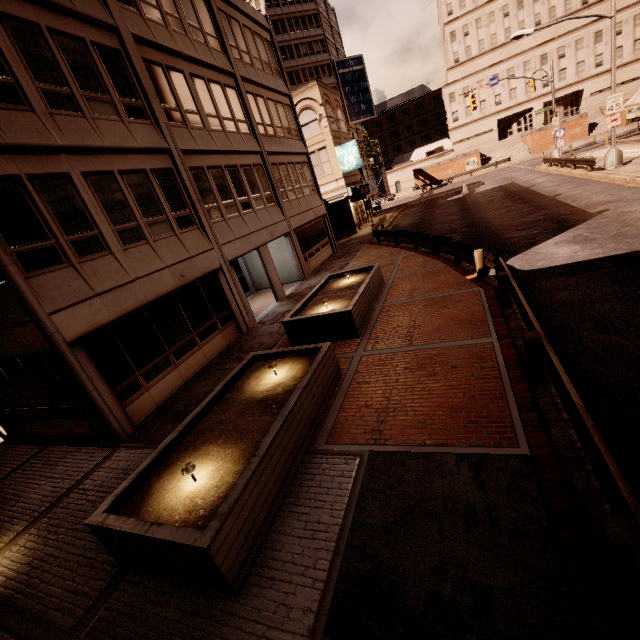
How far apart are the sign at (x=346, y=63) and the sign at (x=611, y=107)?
49.8m

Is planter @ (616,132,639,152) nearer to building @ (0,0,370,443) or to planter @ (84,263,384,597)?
building @ (0,0,370,443)

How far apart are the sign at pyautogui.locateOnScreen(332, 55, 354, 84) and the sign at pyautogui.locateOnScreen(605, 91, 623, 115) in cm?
4983

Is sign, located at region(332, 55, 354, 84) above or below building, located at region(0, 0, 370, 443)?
above

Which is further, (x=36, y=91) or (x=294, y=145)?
(x=294, y=145)

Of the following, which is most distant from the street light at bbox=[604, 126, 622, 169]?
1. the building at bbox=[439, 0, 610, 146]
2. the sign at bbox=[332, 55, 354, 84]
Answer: the sign at bbox=[332, 55, 354, 84]

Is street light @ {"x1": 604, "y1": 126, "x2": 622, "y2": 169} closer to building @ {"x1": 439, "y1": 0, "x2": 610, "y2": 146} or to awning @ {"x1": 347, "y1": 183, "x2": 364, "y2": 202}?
awning @ {"x1": 347, "y1": 183, "x2": 364, "y2": 202}

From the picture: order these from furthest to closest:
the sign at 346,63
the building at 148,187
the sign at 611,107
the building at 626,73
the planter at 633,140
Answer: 1. the sign at 346,63
2. the building at 626,73
3. the planter at 633,140
4. the sign at 611,107
5. the building at 148,187
